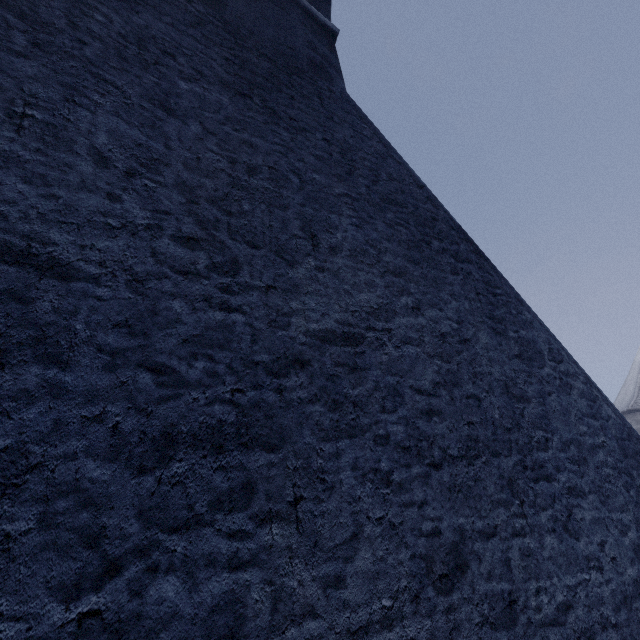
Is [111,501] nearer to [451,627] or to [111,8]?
[451,627]
